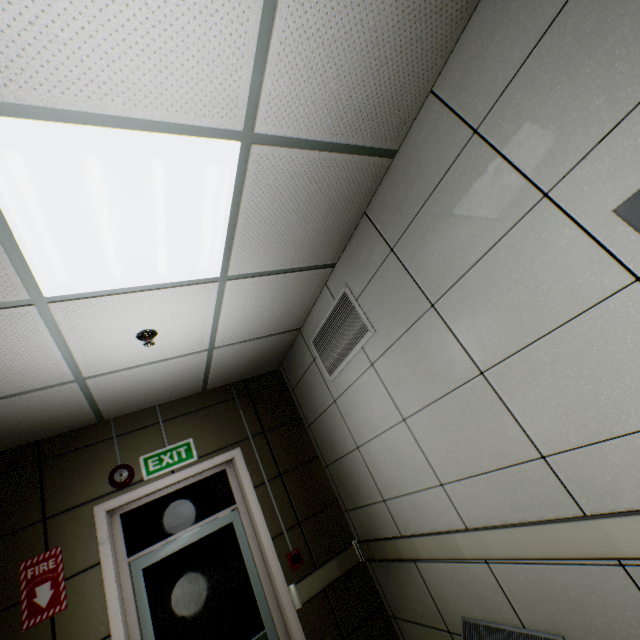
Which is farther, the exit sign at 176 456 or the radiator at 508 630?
the exit sign at 176 456

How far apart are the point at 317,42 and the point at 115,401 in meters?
3.2 m

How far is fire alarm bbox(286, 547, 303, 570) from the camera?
3.1m

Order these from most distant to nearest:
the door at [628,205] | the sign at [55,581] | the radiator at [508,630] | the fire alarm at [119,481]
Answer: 1. the fire alarm at [119,481]
2. the sign at [55,581]
3. the radiator at [508,630]
4. the door at [628,205]

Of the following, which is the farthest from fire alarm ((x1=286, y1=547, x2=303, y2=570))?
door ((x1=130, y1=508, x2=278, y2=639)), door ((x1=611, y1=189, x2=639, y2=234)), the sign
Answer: door ((x1=611, y1=189, x2=639, y2=234))

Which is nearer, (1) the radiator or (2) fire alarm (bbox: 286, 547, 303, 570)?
(1) the radiator

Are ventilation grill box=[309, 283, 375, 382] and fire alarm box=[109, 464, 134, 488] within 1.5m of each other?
no

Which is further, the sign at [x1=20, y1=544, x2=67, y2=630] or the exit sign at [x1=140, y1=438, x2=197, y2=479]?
the exit sign at [x1=140, y1=438, x2=197, y2=479]
